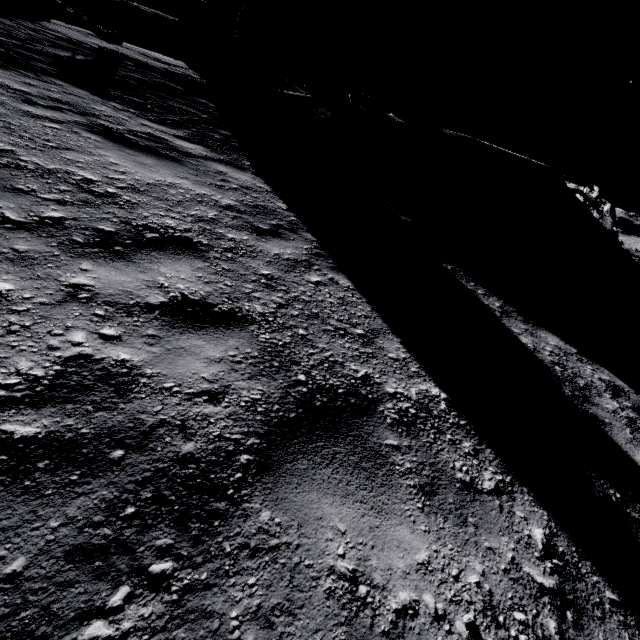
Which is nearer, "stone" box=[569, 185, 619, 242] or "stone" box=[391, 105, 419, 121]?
"stone" box=[391, 105, 419, 121]

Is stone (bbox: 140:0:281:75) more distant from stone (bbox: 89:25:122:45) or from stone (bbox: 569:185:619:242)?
stone (bbox: 569:185:619:242)

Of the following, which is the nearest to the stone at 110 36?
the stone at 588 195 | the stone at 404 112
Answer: the stone at 404 112

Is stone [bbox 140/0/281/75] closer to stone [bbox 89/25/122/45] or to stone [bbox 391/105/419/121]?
stone [bbox 89/25/122/45]

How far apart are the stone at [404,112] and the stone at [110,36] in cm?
1026

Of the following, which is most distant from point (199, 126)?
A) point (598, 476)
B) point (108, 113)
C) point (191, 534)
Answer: point (598, 476)

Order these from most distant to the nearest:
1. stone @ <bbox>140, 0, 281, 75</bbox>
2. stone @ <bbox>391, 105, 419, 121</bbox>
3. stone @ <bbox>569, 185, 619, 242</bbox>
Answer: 1. stone @ <bbox>140, 0, 281, 75</bbox>
2. stone @ <bbox>569, 185, 619, 242</bbox>
3. stone @ <bbox>391, 105, 419, 121</bbox>

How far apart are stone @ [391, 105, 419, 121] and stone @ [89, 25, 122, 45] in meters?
10.3 m
